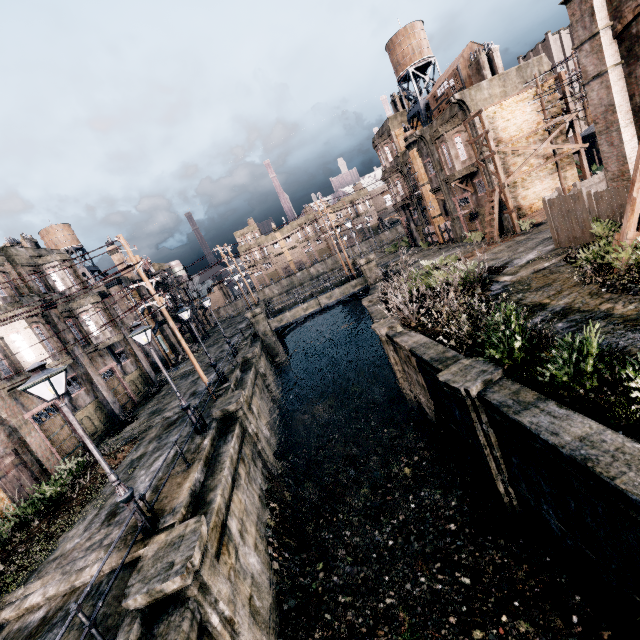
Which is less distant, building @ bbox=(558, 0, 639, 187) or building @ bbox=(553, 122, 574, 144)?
building @ bbox=(558, 0, 639, 187)

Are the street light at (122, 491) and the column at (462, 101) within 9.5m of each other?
no

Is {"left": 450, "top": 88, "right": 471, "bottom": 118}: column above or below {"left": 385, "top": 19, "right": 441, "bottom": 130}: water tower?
below

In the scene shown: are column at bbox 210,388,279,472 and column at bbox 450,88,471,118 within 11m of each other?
no

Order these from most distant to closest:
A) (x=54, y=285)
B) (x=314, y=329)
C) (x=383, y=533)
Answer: (x=314, y=329) → (x=54, y=285) → (x=383, y=533)

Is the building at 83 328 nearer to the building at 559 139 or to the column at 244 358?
the column at 244 358

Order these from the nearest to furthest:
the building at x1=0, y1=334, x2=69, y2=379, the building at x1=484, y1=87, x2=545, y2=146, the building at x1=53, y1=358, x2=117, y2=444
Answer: the building at x1=0, y1=334, x2=69, y2=379 → the building at x1=53, y1=358, x2=117, y2=444 → the building at x1=484, y1=87, x2=545, y2=146

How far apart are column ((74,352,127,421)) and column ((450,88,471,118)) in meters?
33.6 m
